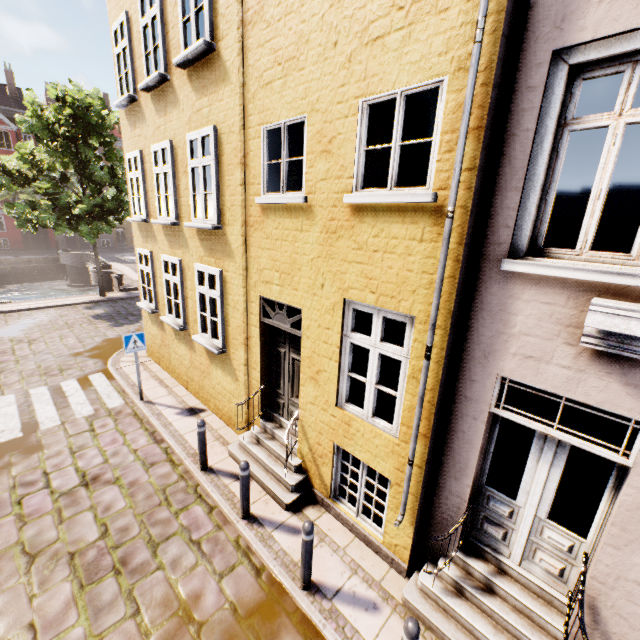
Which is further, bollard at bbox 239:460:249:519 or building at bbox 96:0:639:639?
bollard at bbox 239:460:249:519

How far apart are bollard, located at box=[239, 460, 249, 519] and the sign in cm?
482

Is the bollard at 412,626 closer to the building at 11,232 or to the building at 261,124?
the building at 261,124

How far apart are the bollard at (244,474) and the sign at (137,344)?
4.8 meters

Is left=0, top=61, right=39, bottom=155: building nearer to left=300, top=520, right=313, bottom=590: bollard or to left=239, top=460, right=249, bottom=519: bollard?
left=239, top=460, right=249, bottom=519: bollard

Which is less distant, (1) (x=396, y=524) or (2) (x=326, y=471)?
(1) (x=396, y=524)

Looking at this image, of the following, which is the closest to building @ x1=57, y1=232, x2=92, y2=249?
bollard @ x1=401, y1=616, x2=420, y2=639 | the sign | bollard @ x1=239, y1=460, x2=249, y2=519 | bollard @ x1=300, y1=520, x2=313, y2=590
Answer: the sign

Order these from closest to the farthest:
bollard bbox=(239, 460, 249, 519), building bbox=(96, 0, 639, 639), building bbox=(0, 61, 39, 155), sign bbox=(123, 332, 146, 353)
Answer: building bbox=(96, 0, 639, 639) → bollard bbox=(239, 460, 249, 519) → sign bbox=(123, 332, 146, 353) → building bbox=(0, 61, 39, 155)
